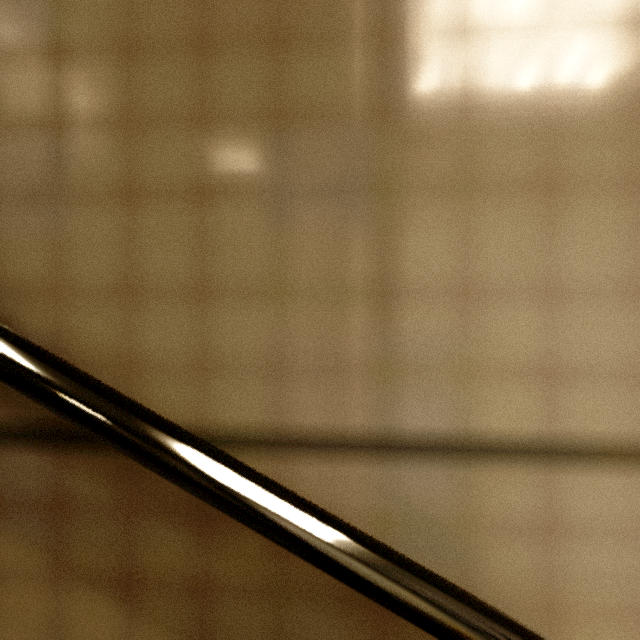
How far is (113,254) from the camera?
0.60m
